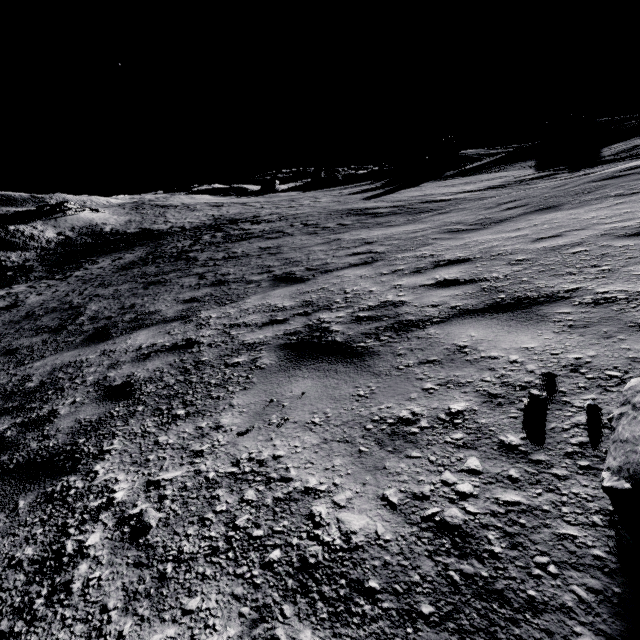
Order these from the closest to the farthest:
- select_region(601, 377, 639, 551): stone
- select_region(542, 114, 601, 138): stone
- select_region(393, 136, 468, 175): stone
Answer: select_region(601, 377, 639, 551): stone → select_region(542, 114, 601, 138): stone → select_region(393, 136, 468, 175): stone

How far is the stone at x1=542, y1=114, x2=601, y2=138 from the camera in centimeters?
3369cm

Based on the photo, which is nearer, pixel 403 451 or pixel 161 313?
pixel 403 451

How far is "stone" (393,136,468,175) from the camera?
45.03m

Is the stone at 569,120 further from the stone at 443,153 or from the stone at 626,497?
the stone at 626,497

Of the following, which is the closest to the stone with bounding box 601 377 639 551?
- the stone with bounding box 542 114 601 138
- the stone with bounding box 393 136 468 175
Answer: the stone with bounding box 542 114 601 138

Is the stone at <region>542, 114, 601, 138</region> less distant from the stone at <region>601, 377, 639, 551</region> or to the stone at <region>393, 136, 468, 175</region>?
the stone at <region>393, 136, 468, 175</region>
